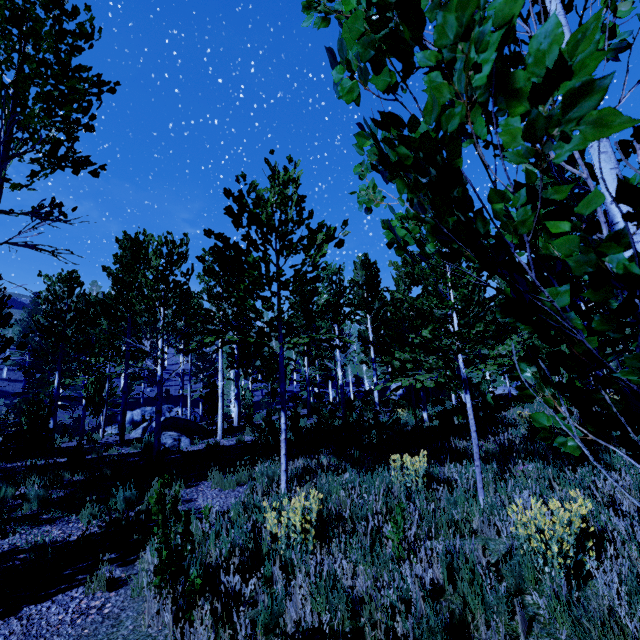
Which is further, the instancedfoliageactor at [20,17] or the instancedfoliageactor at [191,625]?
the instancedfoliageactor at [20,17]

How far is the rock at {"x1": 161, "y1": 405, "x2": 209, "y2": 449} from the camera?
11.1 meters

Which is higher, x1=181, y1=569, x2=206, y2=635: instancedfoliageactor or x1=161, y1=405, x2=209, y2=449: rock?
x1=161, y1=405, x2=209, y2=449: rock

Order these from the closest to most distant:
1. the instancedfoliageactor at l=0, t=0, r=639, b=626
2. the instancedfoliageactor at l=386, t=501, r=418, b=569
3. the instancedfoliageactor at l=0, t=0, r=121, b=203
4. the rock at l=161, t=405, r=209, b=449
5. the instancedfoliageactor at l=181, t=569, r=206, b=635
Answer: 1. the instancedfoliageactor at l=0, t=0, r=639, b=626
2. the instancedfoliageactor at l=181, t=569, r=206, b=635
3. the instancedfoliageactor at l=386, t=501, r=418, b=569
4. the instancedfoliageactor at l=0, t=0, r=121, b=203
5. the rock at l=161, t=405, r=209, b=449

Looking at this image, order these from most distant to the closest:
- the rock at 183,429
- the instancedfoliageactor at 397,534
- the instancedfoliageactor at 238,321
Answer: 1. the rock at 183,429
2. the instancedfoliageactor at 397,534
3. the instancedfoliageactor at 238,321

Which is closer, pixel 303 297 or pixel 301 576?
pixel 301 576

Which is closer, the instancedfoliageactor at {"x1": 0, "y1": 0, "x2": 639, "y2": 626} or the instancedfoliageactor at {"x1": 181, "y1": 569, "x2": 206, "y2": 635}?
the instancedfoliageactor at {"x1": 0, "y1": 0, "x2": 639, "y2": 626}
